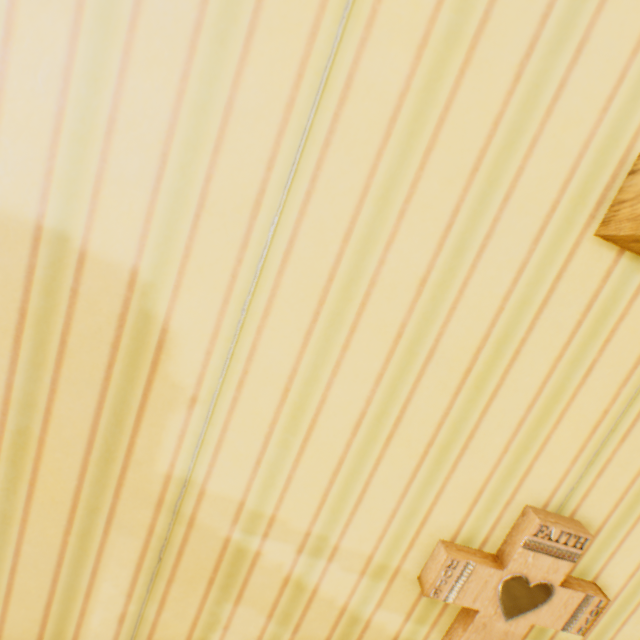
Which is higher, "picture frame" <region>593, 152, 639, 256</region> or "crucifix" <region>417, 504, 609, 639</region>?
"picture frame" <region>593, 152, 639, 256</region>

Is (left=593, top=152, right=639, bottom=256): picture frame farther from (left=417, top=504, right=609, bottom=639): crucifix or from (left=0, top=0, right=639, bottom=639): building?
(left=417, top=504, right=609, bottom=639): crucifix

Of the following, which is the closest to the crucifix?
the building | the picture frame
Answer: the building

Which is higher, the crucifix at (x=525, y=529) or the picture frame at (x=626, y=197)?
the picture frame at (x=626, y=197)

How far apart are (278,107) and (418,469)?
0.73m

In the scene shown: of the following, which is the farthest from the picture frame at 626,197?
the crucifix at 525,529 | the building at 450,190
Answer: the crucifix at 525,529
